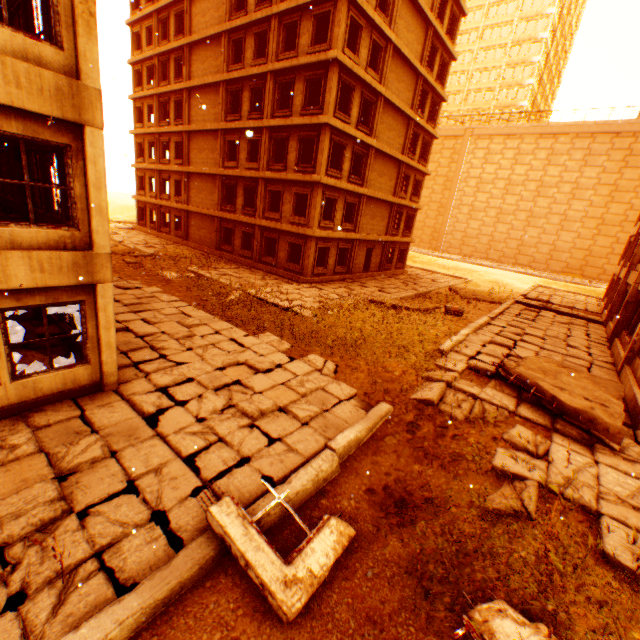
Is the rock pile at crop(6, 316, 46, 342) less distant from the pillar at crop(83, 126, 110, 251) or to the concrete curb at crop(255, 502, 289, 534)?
the pillar at crop(83, 126, 110, 251)

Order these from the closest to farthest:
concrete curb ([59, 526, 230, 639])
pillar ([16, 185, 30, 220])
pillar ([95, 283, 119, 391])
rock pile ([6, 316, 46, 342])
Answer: concrete curb ([59, 526, 230, 639]) → pillar ([95, 283, 119, 391]) → rock pile ([6, 316, 46, 342]) → pillar ([16, 185, 30, 220])

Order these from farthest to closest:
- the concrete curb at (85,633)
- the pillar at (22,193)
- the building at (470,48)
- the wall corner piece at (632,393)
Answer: the building at (470,48), the pillar at (22,193), the wall corner piece at (632,393), the concrete curb at (85,633)

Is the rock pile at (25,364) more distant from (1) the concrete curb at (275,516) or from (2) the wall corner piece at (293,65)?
(2) the wall corner piece at (293,65)

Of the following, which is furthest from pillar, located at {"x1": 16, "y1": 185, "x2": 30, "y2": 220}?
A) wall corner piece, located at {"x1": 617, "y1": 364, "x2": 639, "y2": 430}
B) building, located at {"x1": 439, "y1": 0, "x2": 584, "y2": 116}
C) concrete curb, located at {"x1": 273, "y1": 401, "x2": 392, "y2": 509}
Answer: building, located at {"x1": 439, "y1": 0, "x2": 584, "y2": 116}

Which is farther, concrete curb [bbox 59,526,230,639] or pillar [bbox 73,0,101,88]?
pillar [bbox 73,0,101,88]

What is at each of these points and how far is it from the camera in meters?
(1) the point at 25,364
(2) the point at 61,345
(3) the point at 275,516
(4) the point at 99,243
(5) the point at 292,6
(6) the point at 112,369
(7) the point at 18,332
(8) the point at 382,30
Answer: (1) rock pile, 7.5 m
(2) rock pile, 8.6 m
(3) concrete curb, 5.2 m
(4) pillar, 6.7 m
(5) wall corner piece, 18.2 m
(6) pillar, 7.7 m
(7) rock pile, 8.7 m
(8) wall corner piece, 19.1 m

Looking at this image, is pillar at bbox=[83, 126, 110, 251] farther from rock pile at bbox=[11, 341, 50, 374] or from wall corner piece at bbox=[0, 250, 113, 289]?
rock pile at bbox=[11, 341, 50, 374]
